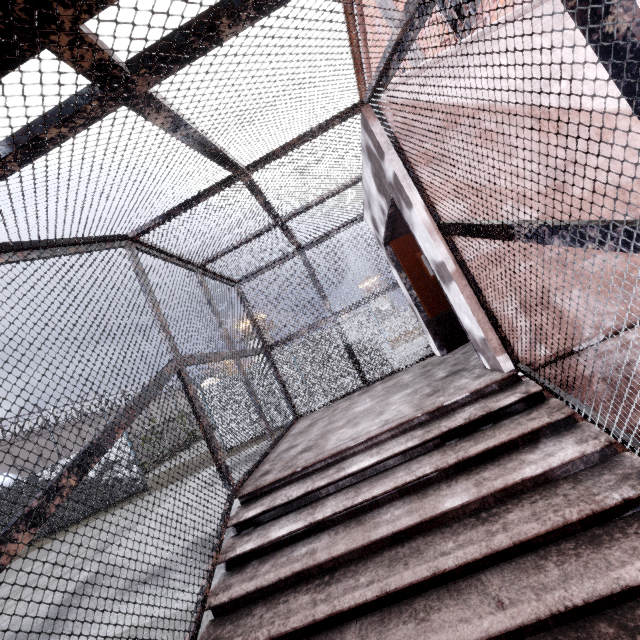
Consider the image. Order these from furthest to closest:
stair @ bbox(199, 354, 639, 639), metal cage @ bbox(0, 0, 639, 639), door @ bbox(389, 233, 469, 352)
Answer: door @ bbox(389, 233, 469, 352)
stair @ bbox(199, 354, 639, 639)
metal cage @ bbox(0, 0, 639, 639)

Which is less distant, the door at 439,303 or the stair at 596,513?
the stair at 596,513

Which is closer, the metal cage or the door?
the metal cage

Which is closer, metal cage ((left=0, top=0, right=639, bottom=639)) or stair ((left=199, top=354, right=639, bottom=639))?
metal cage ((left=0, top=0, right=639, bottom=639))

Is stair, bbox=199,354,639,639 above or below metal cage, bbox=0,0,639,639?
below

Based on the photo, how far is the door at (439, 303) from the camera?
5.5 meters

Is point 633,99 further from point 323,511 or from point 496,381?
point 323,511

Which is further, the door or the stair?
the door
